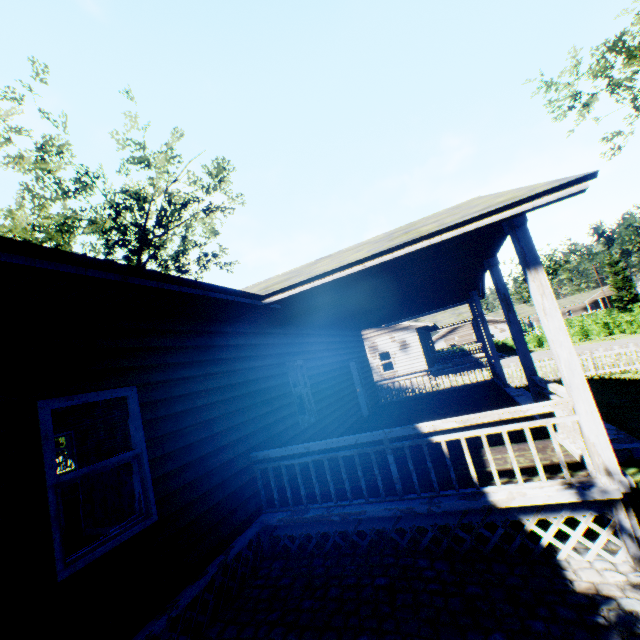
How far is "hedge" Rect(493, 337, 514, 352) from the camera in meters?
40.2

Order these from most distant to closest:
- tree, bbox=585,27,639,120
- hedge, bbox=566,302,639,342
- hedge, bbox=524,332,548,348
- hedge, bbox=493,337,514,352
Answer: hedge, bbox=493,337,514,352 → hedge, bbox=524,332,548,348 → hedge, bbox=566,302,639,342 → tree, bbox=585,27,639,120

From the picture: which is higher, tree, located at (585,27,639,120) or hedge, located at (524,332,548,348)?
tree, located at (585,27,639,120)

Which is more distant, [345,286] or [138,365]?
[345,286]

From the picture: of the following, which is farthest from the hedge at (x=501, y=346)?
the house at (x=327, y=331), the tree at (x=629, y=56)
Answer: the tree at (x=629, y=56)

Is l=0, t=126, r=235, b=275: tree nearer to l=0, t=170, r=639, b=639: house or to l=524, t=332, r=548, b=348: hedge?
l=0, t=170, r=639, b=639: house

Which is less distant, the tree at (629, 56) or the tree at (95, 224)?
the tree at (629, 56)
